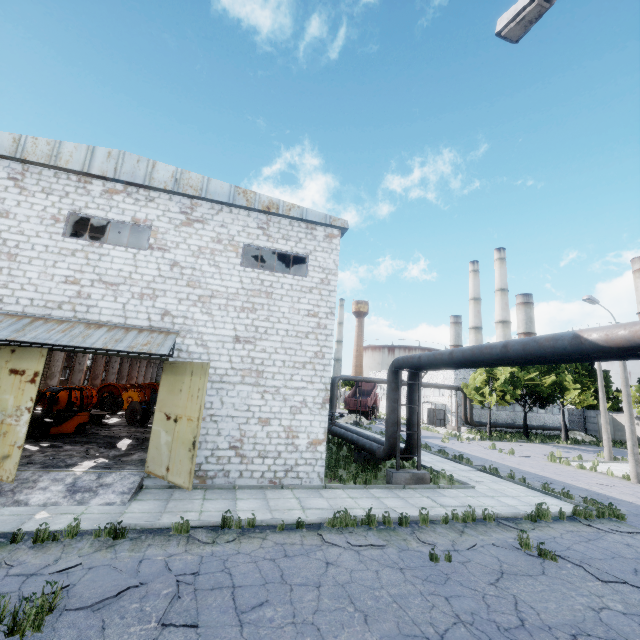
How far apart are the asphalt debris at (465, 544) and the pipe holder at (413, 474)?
4.3 meters

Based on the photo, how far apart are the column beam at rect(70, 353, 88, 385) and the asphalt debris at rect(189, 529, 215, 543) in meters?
29.5 m

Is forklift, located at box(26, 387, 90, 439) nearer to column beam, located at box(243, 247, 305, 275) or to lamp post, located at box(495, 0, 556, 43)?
column beam, located at box(243, 247, 305, 275)

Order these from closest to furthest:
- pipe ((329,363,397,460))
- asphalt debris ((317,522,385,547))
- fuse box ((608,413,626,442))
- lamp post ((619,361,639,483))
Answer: asphalt debris ((317,522,385,547)) < pipe ((329,363,397,460)) < lamp post ((619,361,639,483)) < fuse box ((608,413,626,442))

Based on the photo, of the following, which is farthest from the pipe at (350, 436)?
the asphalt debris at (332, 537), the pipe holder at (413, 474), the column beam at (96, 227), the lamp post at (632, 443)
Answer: the lamp post at (632, 443)

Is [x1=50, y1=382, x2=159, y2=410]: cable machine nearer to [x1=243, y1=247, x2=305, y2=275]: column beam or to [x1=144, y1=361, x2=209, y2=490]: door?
[x1=243, y1=247, x2=305, y2=275]: column beam

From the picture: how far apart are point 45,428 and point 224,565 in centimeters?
1397cm

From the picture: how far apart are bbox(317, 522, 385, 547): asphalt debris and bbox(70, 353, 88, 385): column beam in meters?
30.9 m
